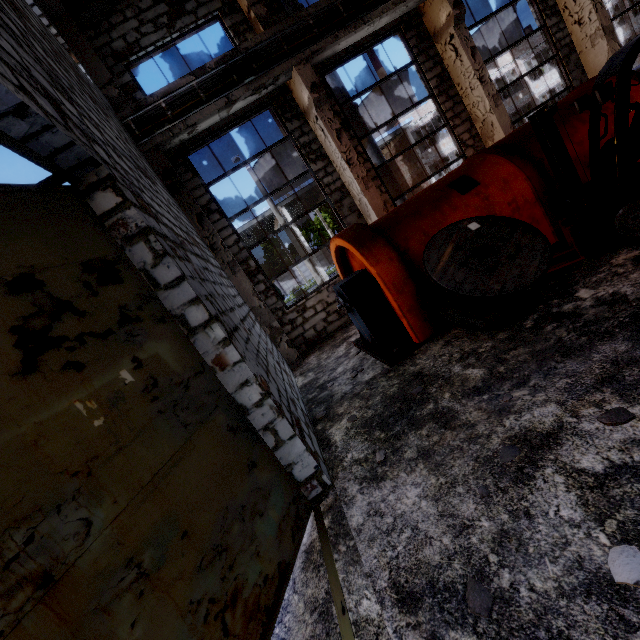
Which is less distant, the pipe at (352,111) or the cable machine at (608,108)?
the cable machine at (608,108)

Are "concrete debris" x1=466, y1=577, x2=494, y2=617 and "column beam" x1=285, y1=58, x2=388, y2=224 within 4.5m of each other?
no

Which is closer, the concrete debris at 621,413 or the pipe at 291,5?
the concrete debris at 621,413

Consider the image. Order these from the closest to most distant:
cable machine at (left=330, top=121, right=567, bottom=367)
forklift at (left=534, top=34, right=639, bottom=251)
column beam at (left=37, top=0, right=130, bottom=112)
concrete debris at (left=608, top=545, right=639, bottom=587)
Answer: concrete debris at (left=608, top=545, right=639, bottom=587), forklift at (left=534, top=34, right=639, bottom=251), cable machine at (left=330, top=121, right=567, bottom=367), column beam at (left=37, top=0, right=130, bottom=112)

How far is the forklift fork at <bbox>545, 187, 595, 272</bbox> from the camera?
4.5 meters

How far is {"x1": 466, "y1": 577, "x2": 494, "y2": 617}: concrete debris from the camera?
1.81m

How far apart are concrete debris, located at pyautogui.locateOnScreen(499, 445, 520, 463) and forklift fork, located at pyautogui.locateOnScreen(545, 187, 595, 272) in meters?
3.6 m

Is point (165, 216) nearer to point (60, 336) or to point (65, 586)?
point (60, 336)
